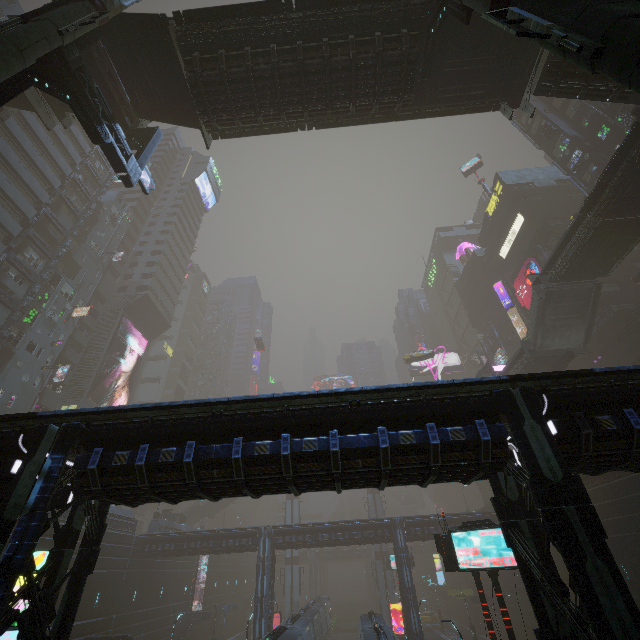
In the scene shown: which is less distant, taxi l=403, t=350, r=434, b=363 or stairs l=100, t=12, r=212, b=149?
stairs l=100, t=12, r=212, b=149

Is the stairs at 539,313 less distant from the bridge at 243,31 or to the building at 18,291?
the building at 18,291

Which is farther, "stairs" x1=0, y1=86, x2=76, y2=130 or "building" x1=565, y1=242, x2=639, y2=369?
"building" x1=565, y1=242, x2=639, y2=369

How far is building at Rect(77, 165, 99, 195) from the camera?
46.20m

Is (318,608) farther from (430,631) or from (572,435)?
(572,435)

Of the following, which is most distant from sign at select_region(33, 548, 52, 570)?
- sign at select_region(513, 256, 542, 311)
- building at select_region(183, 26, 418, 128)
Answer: sign at select_region(513, 256, 542, 311)

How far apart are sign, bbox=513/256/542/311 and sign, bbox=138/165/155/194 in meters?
42.3 m

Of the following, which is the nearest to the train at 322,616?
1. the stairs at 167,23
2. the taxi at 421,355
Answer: the taxi at 421,355
